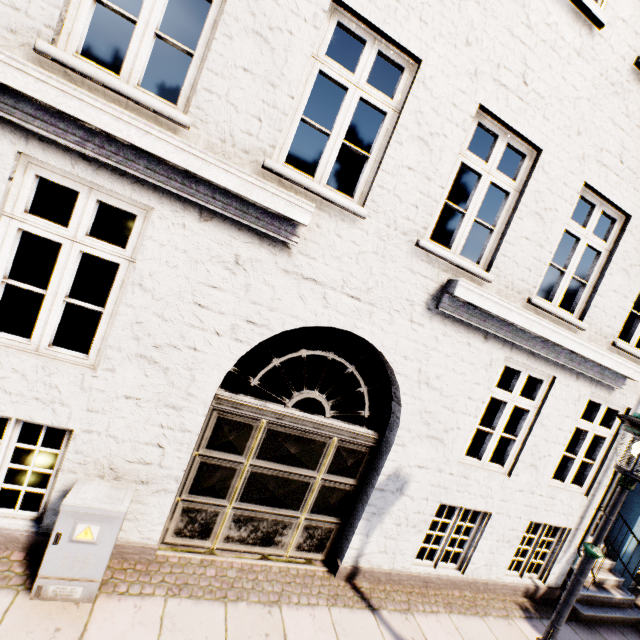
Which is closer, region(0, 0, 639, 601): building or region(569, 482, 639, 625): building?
region(0, 0, 639, 601): building

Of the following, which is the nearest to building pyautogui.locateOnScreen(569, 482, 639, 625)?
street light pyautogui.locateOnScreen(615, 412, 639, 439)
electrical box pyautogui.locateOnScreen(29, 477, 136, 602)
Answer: street light pyautogui.locateOnScreen(615, 412, 639, 439)

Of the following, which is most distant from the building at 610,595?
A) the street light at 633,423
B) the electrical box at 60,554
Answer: the electrical box at 60,554

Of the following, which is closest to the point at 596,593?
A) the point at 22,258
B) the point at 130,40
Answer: the point at 22,258

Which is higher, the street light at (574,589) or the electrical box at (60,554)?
the street light at (574,589)

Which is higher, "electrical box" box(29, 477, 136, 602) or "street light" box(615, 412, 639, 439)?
"street light" box(615, 412, 639, 439)

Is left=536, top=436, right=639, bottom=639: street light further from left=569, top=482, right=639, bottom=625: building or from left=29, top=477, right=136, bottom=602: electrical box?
left=569, top=482, right=639, bottom=625: building
